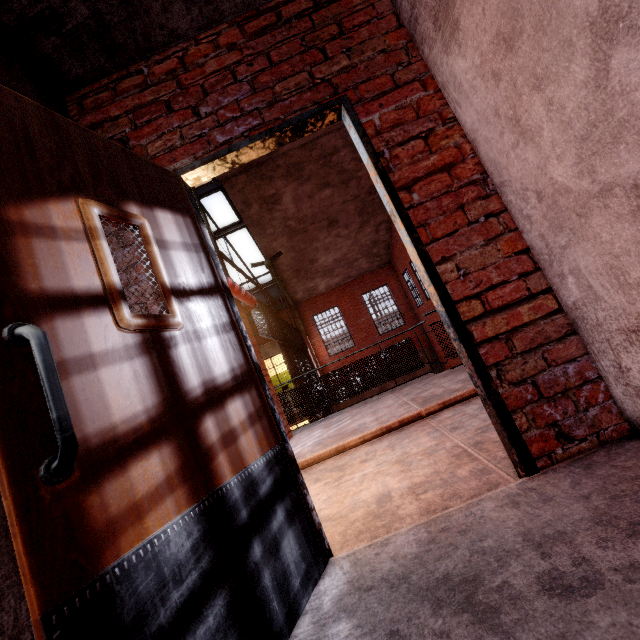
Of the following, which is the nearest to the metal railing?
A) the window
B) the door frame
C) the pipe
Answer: the pipe

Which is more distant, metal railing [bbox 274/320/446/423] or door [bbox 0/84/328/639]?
metal railing [bbox 274/320/446/423]

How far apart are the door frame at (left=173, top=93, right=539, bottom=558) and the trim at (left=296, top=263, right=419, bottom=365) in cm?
1596

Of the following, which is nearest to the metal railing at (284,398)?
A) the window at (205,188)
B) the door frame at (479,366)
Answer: the door frame at (479,366)

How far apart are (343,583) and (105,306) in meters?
1.4

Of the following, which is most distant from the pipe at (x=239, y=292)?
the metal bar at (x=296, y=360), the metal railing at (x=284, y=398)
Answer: the metal railing at (x=284, y=398)

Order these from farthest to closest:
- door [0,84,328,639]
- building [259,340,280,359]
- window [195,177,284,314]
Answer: building [259,340,280,359] → window [195,177,284,314] → door [0,84,328,639]

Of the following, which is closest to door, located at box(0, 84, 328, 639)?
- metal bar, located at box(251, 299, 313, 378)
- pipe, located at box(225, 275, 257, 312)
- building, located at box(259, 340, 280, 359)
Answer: pipe, located at box(225, 275, 257, 312)
